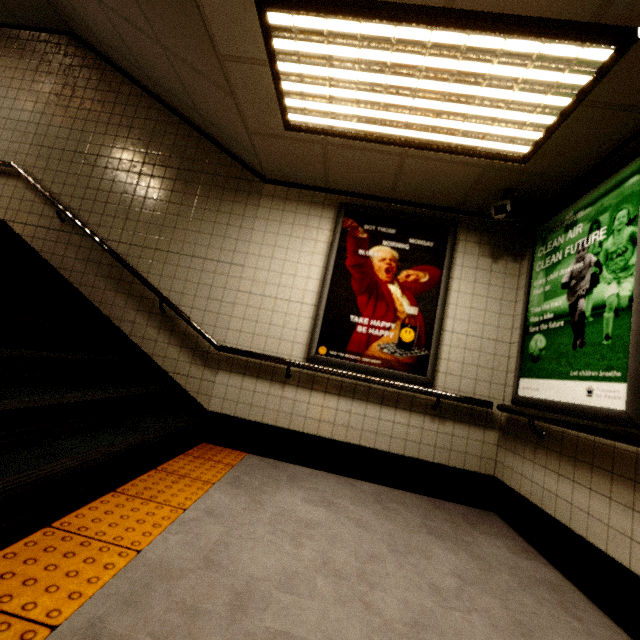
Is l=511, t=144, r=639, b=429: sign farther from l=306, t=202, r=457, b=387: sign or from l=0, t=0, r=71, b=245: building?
l=0, t=0, r=71, b=245: building

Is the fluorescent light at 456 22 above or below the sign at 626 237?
above

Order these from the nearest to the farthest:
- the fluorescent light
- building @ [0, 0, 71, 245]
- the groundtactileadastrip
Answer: the groundtactileadastrip → the fluorescent light → building @ [0, 0, 71, 245]

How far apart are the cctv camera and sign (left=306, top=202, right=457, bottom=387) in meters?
0.4 m

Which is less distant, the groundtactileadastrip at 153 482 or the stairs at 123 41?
the groundtactileadastrip at 153 482

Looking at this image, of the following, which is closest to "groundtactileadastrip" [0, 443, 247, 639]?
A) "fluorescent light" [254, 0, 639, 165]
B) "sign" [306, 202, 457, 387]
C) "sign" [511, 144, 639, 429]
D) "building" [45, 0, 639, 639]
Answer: "building" [45, 0, 639, 639]

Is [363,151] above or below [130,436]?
above

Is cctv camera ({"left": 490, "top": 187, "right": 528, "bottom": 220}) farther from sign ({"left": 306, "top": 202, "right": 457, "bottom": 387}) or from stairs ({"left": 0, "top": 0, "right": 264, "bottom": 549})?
stairs ({"left": 0, "top": 0, "right": 264, "bottom": 549})
